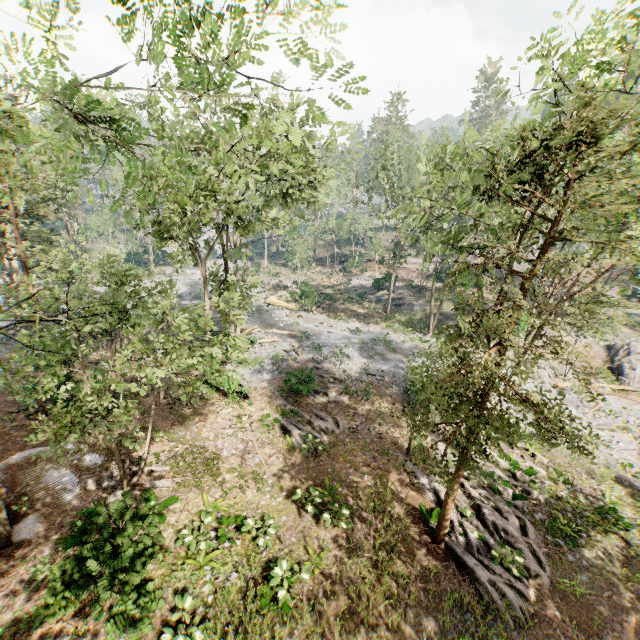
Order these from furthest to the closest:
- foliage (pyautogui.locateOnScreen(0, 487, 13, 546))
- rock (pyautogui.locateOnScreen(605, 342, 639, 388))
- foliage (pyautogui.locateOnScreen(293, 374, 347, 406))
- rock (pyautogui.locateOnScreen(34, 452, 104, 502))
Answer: rock (pyautogui.locateOnScreen(605, 342, 639, 388))
foliage (pyautogui.locateOnScreen(293, 374, 347, 406))
rock (pyautogui.locateOnScreen(34, 452, 104, 502))
foliage (pyautogui.locateOnScreen(0, 487, 13, 546))

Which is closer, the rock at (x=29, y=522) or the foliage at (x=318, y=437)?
the rock at (x=29, y=522)

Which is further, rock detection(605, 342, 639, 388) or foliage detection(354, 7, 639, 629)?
rock detection(605, 342, 639, 388)

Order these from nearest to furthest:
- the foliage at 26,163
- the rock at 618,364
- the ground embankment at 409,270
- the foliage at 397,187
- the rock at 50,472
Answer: the foliage at 26,163, the foliage at 397,187, the rock at 50,472, the rock at 618,364, the ground embankment at 409,270

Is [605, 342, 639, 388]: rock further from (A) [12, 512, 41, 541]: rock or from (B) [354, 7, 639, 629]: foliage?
(A) [12, 512, 41, 541]: rock

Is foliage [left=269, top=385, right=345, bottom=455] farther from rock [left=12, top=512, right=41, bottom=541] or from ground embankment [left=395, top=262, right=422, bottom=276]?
rock [left=12, top=512, right=41, bottom=541]

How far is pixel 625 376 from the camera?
27.1m
